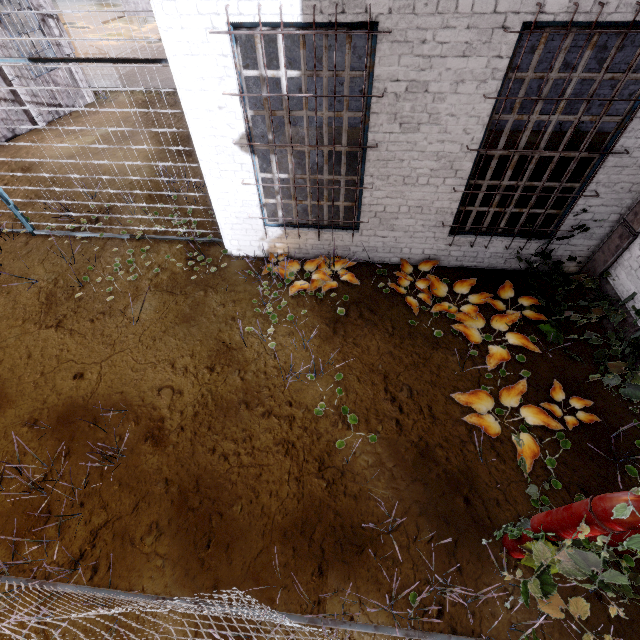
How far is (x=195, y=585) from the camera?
2.9 meters

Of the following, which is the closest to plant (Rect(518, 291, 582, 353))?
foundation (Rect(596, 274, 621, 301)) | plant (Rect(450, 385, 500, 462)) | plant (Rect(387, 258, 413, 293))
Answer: plant (Rect(387, 258, 413, 293))

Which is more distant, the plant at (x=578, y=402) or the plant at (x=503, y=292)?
the plant at (x=503, y=292)

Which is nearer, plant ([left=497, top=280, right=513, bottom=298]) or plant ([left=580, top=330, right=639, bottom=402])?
plant ([left=580, top=330, right=639, bottom=402])

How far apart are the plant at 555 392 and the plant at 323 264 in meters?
2.5 m

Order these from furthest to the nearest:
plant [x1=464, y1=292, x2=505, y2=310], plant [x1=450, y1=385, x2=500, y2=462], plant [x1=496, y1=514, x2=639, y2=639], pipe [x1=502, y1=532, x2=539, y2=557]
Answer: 1. plant [x1=464, y1=292, x2=505, y2=310]
2. plant [x1=450, y1=385, x2=500, y2=462]
3. pipe [x1=502, y1=532, x2=539, y2=557]
4. plant [x1=496, y1=514, x2=639, y2=639]

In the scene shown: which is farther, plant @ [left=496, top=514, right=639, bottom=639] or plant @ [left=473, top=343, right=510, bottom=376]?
plant @ [left=473, top=343, right=510, bottom=376]

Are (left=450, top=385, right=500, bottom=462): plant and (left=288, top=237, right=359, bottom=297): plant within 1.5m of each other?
no
